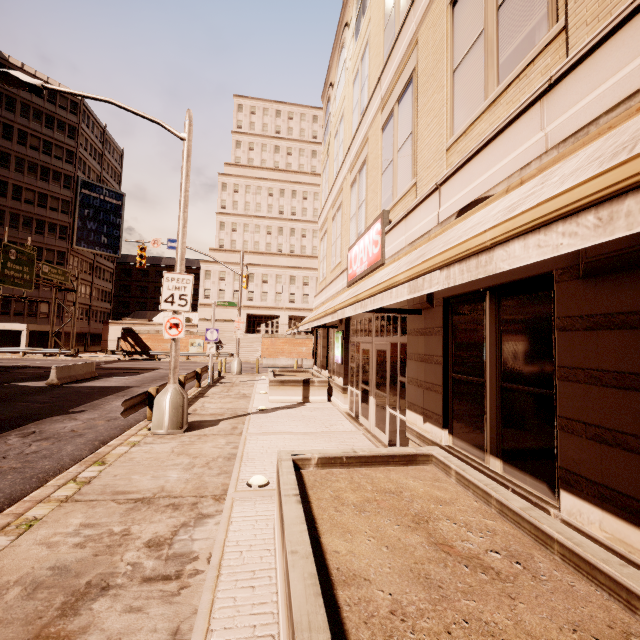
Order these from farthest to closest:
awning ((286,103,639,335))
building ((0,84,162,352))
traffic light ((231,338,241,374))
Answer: building ((0,84,162,352)) < traffic light ((231,338,241,374)) < awning ((286,103,639,335))

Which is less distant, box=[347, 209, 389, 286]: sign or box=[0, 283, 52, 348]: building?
box=[347, 209, 389, 286]: sign

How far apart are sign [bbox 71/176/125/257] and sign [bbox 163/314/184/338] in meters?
50.2 m

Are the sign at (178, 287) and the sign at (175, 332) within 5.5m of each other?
yes

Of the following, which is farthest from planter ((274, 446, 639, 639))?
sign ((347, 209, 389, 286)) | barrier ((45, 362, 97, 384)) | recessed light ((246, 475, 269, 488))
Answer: barrier ((45, 362, 97, 384))

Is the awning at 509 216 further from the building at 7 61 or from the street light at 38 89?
the building at 7 61

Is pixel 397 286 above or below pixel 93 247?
A: below

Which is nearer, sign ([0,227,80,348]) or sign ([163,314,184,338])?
sign ([163,314,184,338])
